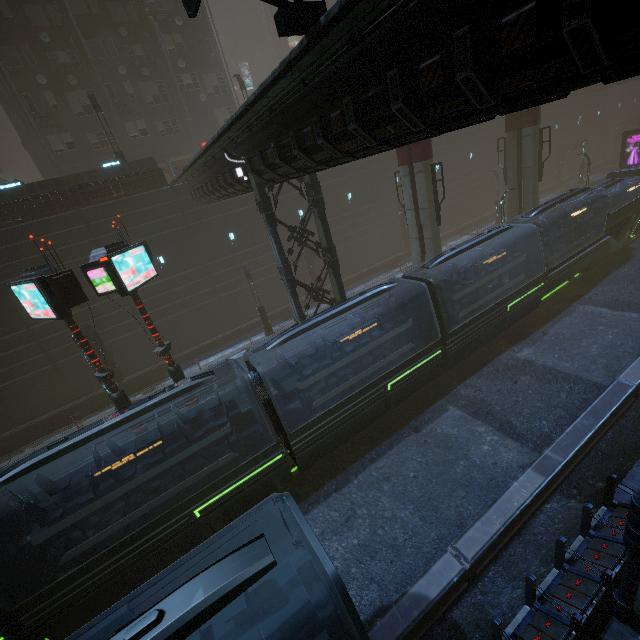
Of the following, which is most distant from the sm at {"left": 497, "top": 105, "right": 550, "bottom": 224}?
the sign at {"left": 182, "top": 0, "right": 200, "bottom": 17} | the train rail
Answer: the sign at {"left": 182, "top": 0, "right": 200, "bottom": 17}

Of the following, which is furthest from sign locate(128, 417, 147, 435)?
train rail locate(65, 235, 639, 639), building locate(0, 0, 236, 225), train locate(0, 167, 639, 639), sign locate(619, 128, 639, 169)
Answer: sign locate(619, 128, 639, 169)

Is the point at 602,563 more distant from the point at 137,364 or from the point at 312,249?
the point at 137,364

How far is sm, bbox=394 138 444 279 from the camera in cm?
1767

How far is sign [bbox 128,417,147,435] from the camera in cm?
1413

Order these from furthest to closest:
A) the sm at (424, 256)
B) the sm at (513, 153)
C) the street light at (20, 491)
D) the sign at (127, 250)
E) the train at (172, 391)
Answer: the sm at (513, 153) → the sm at (424, 256) → the street light at (20, 491) → the sign at (127, 250) → the train at (172, 391)

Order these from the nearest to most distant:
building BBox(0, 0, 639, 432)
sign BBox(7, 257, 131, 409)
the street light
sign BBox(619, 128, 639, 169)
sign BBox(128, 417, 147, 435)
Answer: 1. building BBox(0, 0, 639, 432)
2. sign BBox(7, 257, 131, 409)
3. the street light
4. sign BBox(128, 417, 147, 435)
5. sign BBox(619, 128, 639, 169)

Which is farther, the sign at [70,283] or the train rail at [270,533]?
the sign at [70,283]
